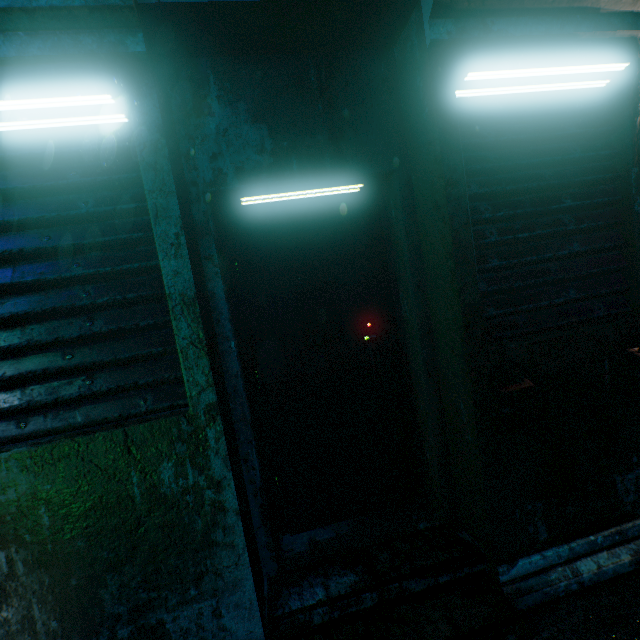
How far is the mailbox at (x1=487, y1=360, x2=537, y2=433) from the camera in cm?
156

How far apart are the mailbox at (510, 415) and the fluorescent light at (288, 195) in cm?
120

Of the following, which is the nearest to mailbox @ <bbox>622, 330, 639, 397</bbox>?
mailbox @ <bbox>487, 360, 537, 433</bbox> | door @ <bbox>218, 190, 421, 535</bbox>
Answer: mailbox @ <bbox>487, 360, 537, 433</bbox>

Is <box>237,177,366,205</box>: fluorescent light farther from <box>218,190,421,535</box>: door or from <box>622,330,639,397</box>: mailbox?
<box>622,330,639,397</box>: mailbox

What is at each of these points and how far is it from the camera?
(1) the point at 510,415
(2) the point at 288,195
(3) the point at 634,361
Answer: (1) mailbox, 1.55m
(2) fluorescent light, 1.74m
(3) mailbox, 1.70m

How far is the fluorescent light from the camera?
1.67m

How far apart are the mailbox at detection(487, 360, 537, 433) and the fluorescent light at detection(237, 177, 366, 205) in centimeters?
120cm

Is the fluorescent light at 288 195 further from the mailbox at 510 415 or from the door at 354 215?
the mailbox at 510 415
